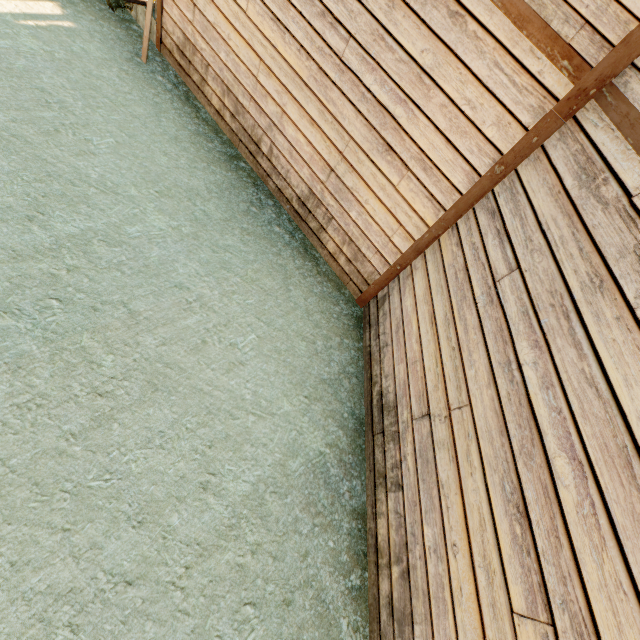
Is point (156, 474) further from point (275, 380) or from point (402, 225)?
point (402, 225)

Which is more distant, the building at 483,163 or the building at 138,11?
the building at 138,11

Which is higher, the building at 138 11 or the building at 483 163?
the building at 483 163

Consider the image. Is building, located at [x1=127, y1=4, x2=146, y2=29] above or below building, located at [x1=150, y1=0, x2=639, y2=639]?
below

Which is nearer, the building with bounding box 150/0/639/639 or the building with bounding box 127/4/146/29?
the building with bounding box 150/0/639/639
